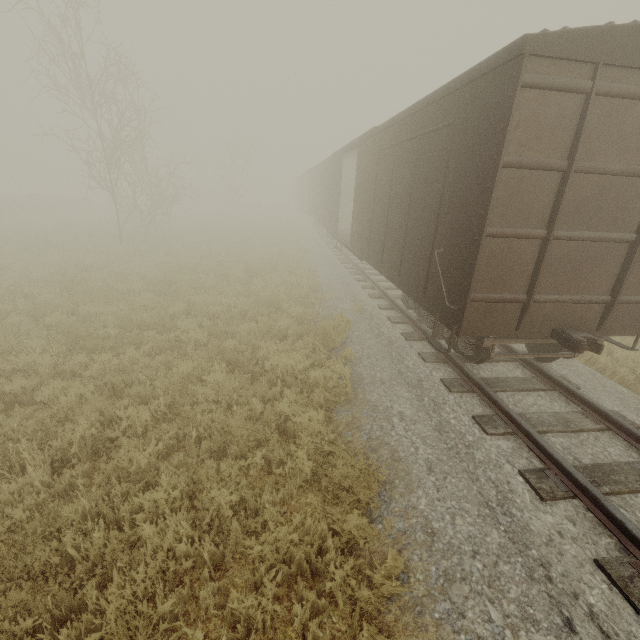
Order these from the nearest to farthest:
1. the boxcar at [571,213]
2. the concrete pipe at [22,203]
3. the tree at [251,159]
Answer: the boxcar at [571,213], the concrete pipe at [22,203], the tree at [251,159]

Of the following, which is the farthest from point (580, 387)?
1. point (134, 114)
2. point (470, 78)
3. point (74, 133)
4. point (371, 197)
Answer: point (134, 114)

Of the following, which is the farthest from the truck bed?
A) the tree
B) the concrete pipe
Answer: the tree

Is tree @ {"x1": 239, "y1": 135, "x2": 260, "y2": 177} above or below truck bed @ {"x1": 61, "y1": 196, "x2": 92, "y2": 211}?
above

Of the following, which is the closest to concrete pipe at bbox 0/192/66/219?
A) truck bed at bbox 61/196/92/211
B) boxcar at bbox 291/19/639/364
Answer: truck bed at bbox 61/196/92/211

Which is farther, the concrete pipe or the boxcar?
the concrete pipe

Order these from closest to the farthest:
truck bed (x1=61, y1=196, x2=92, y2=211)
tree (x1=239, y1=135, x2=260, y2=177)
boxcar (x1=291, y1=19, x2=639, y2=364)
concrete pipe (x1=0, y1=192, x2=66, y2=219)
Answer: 1. boxcar (x1=291, y1=19, x2=639, y2=364)
2. concrete pipe (x1=0, y1=192, x2=66, y2=219)
3. truck bed (x1=61, y1=196, x2=92, y2=211)
4. tree (x1=239, y1=135, x2=260, y2=177)

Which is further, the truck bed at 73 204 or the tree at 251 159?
the tree at 251 159
